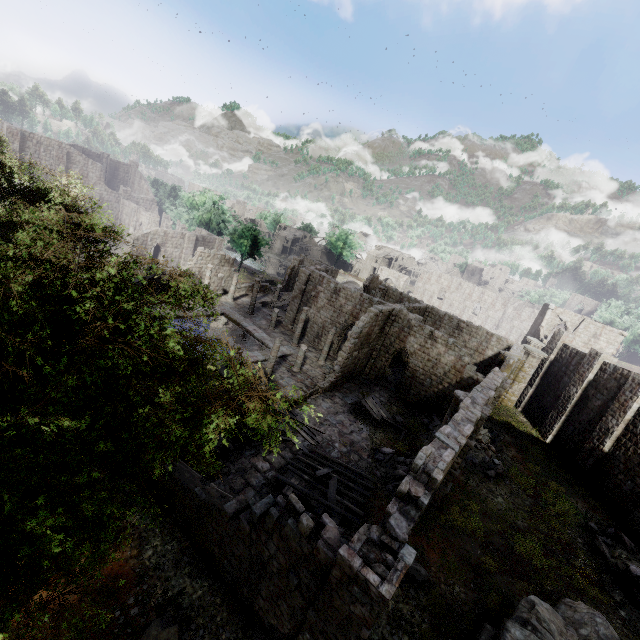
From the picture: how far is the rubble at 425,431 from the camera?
22.8m

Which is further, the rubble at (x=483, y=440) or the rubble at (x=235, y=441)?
the rubble at (x=483, y=440)

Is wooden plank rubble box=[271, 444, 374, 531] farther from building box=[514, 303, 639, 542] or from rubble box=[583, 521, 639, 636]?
rubble box=[583, 521, 639, 636]

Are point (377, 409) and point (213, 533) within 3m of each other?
no

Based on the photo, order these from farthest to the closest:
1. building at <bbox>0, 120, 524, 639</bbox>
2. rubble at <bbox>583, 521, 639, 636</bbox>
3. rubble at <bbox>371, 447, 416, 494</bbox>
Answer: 1. rubble at <bbox>371, 447, 416, 494</bbox>
2. rubble at <bbox>583, 521, 639, 636</bbox>
3. building at <bbox>0, 120, 524, 639</bbox>

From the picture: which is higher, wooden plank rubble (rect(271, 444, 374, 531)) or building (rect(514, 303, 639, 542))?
building (rect(514, 303, 639, 542))

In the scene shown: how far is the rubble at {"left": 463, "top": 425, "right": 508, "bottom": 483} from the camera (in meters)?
20.44

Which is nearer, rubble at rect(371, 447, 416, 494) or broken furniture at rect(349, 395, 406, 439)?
rubble at rect(371, 447, 416, 494)
